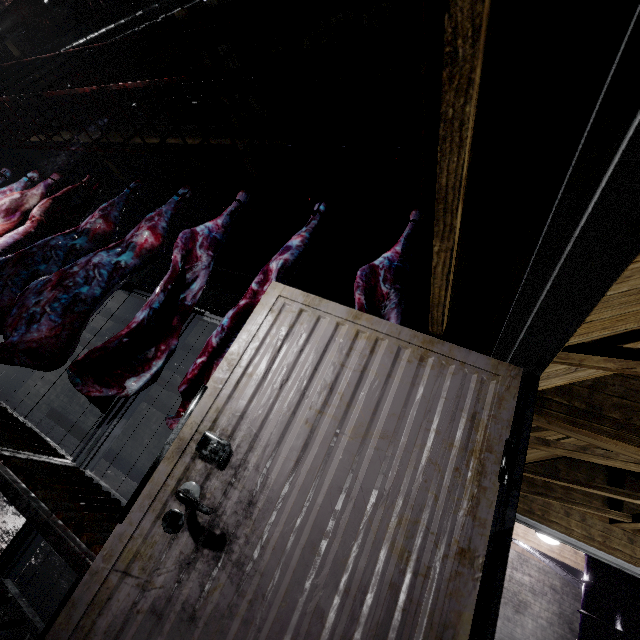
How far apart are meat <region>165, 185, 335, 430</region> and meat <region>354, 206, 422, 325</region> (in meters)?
0.28

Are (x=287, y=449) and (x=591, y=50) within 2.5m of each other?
yes

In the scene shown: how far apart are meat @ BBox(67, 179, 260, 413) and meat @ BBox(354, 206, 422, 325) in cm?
103

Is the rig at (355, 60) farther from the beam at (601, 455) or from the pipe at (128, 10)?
the beam at (601, 455)

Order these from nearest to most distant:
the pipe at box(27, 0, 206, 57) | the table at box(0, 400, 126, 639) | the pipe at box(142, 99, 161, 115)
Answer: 1. the table at box(0, 400, 126, 639)
2. the pipe at box(27, 0, 206, 57)
3. the pipe at box(142, 99, 161, 115)

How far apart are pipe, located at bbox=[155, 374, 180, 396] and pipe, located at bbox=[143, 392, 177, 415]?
0.1m

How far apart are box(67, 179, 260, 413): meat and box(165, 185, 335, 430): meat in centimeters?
39cm

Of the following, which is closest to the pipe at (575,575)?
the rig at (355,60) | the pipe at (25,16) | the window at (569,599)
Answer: the window at (569,599)
